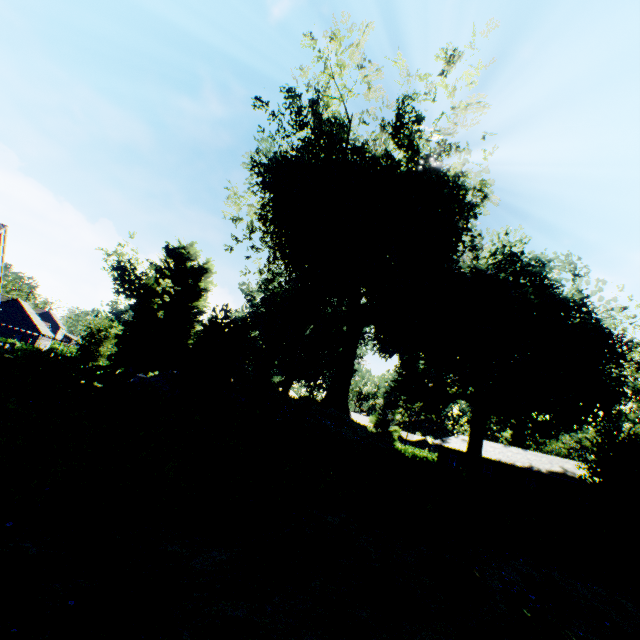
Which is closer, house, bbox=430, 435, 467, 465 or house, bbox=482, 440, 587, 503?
house, bbox=482, 440, 587, 503

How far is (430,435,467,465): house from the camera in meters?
43.1 m

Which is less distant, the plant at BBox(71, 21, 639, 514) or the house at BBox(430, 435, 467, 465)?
the plant at BBox(71, 21, 639, 514)

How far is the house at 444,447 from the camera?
43.1 meters

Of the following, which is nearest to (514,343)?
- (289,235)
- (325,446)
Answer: (289,235)

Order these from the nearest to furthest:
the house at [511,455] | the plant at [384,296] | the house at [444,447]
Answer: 1. the plant at [384,296]
2. the house at [511,455]
3. the house at [444,447]

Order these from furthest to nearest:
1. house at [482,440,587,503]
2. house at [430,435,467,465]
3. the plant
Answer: house at [430,435,467,465] < house at [482,440,587,503] < the plant
